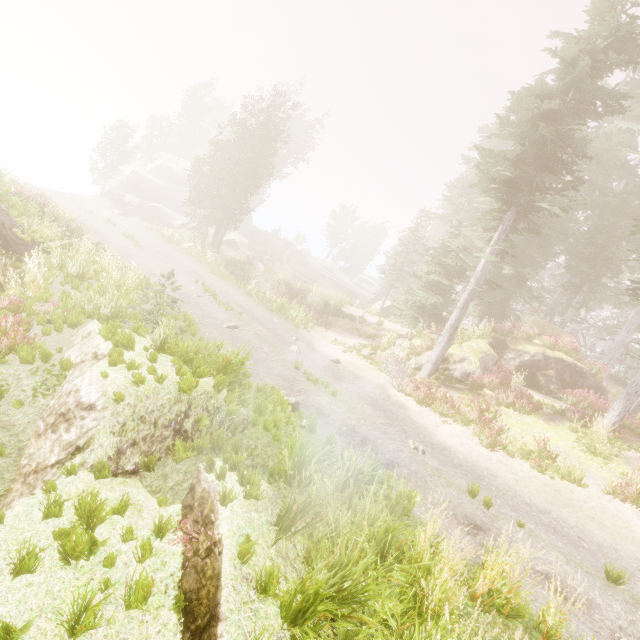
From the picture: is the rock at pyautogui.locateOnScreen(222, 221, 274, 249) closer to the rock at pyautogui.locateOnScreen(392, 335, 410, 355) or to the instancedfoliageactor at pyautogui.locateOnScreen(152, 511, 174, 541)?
the instancedfoliageactor at pyautogui.locateOnScreen(152, 511, 174, 541)

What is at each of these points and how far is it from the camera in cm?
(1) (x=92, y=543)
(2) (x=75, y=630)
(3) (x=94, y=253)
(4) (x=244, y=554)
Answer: (1) instancedfoliageactor, 373
(2) instancedfoliageactor, 299
(3) instancedfoliageactor, 1605
(4) instancedfoliageactor, 362

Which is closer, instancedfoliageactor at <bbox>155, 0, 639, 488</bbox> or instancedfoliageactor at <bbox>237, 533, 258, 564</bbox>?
instancedfoliageactor at <bbox>237, 533, 258, 564</bbox>

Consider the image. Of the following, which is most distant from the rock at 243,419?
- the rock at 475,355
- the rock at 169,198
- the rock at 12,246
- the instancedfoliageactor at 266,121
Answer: the rock at 169,198

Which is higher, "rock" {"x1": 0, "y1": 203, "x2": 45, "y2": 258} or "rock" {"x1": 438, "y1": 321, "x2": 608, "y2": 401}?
"rock" {"x1": 438, "y1": 321, "x2": 608, "y2": 401}

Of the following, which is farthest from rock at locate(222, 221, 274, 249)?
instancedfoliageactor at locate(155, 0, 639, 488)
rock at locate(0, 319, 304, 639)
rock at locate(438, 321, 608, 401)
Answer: rock at locate(0, 319, 304, 639)

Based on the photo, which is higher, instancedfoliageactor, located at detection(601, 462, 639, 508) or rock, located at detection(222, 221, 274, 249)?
rock, located at detection(222, 221, 274, 249)

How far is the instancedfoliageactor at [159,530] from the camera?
4.1m
